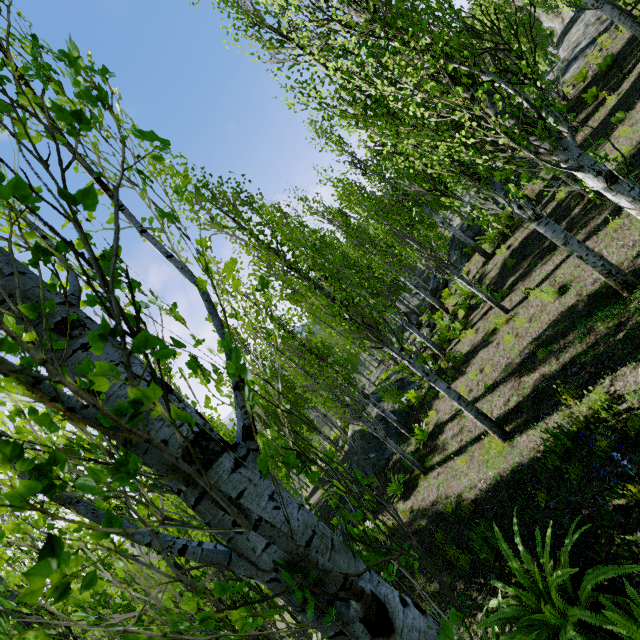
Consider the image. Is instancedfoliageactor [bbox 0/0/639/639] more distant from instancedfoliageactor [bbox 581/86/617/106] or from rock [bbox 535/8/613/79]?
instancedfoliageactor [bbox 581/86/617/106]

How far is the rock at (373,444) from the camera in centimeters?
1297cm

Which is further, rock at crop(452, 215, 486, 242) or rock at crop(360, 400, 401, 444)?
rock at crop(452, 215, 486, 242)

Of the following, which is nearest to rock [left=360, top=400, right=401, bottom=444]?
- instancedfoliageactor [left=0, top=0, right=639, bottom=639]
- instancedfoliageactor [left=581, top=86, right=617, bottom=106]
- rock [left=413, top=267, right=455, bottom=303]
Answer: instancedfoliageactor [left=0, top=0, right=639, bottom=639]

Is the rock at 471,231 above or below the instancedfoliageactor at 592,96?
below

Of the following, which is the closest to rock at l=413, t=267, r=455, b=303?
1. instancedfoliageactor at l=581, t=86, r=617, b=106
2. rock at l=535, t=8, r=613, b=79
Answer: rock at l=535, t=8, r=613, b=79

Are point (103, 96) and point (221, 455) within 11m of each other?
yes

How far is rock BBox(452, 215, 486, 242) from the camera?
16.3m
